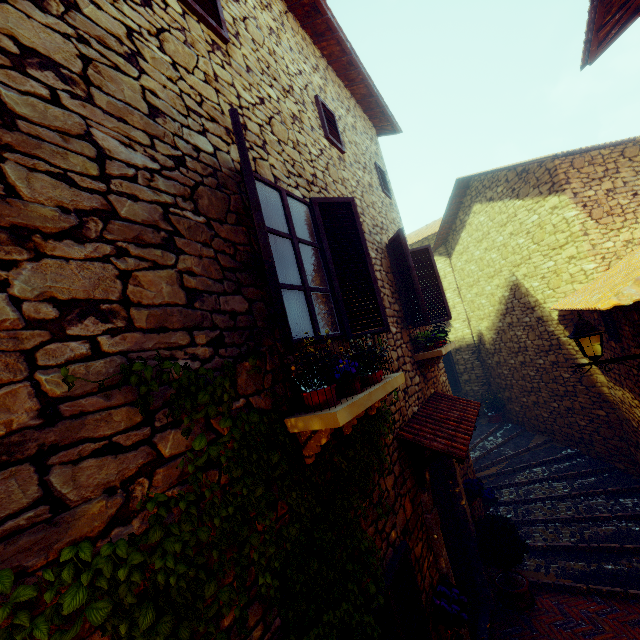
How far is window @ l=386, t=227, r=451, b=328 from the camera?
5.31m

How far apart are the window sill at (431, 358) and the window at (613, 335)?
2.4 meters

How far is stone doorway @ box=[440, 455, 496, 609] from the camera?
5.3m

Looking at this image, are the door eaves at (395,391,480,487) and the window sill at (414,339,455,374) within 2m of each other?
yes

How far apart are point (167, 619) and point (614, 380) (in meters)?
8.41

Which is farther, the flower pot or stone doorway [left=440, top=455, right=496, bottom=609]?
stone doorway [left=440, top=455, right=496, bottom=609]

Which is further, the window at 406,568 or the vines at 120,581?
the window at 406,568

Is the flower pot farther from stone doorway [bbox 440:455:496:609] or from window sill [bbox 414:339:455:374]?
window sill [bbox 414:339:455:374]
